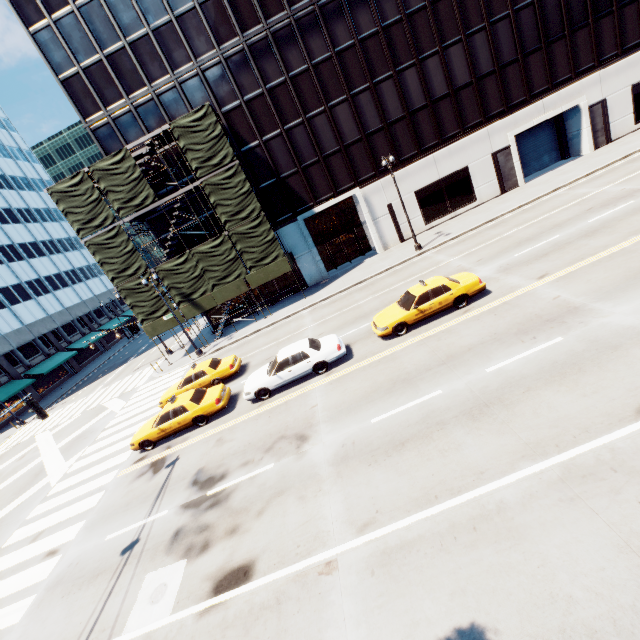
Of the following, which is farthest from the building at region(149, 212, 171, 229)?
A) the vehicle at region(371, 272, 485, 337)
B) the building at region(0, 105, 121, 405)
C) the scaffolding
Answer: the building at region(0, 105, 121, 405)

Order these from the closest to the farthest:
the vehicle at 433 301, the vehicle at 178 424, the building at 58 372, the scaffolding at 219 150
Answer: the vehicle at 433 301 → the vehicle at 178 424 → the scaffolding at 219 150 → the building at 58 372

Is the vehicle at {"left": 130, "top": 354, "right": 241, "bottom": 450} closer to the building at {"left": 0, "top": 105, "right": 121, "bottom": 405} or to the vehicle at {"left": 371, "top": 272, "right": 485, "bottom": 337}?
the vehicle at {"left": 371, "top": 272, "right": 485, "bottom": 337}

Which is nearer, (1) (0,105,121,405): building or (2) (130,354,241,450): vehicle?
(2) (130,354,241,450): vehicle

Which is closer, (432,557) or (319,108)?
(432,557)

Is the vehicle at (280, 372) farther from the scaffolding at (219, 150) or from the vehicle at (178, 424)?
the scaffolding at (219, 150)

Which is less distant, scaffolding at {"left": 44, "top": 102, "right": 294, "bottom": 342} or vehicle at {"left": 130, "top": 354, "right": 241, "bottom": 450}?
vehicle at {"left": 130, "top": 354, "right": 241, "bottom": 450}

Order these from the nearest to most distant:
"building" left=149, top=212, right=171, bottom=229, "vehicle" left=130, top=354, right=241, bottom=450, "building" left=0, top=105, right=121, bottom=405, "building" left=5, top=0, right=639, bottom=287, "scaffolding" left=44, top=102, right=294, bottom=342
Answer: "vehicle" left=130, top=354, right=241, bottom=450, "scaffolding" left=44, top=102, right=294, bottom=342, "building" left=5, top=0, right=639, bottom=287, "building" left=149, top=212, right=171, bottom=229, "building" left=0, top=105, right=121, bottom=405
